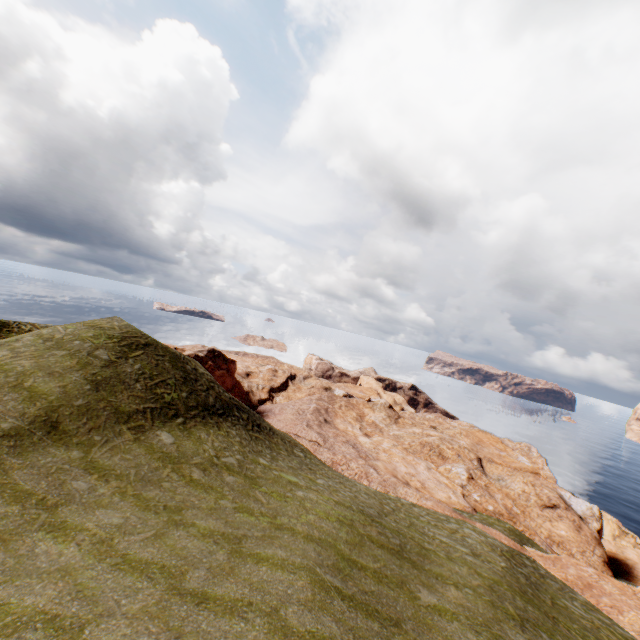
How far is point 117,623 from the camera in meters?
6.7
